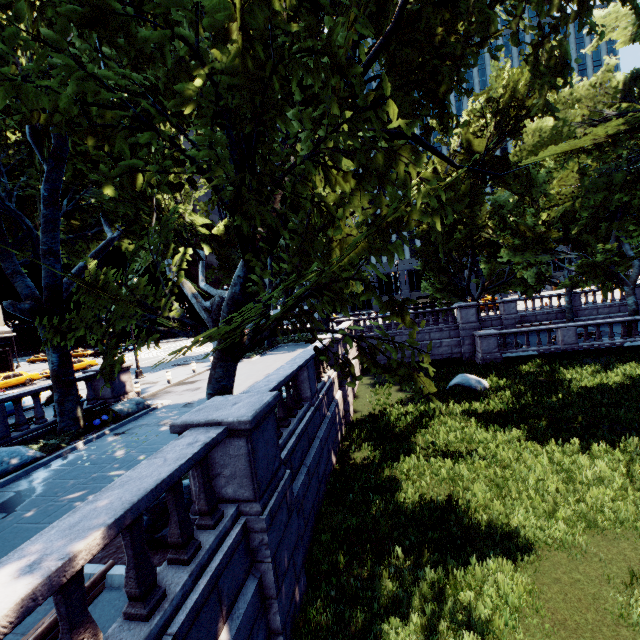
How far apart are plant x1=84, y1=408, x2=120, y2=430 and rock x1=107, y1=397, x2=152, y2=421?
0.1m

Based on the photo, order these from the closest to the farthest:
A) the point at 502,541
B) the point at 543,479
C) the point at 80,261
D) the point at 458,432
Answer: the point at 502,541
the point at 543,479
the point at 458,432
the point at 80,261

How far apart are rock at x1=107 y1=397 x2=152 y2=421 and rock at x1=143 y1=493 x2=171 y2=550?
8.99m

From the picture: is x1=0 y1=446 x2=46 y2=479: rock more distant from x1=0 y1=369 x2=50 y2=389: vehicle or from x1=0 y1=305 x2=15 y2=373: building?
x1=0 y1=305 x2=15 y2=373: building

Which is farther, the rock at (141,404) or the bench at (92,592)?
the rock at (141,404)

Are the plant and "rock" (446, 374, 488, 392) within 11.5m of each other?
no

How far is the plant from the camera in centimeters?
1249cm

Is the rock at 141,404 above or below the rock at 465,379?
above
